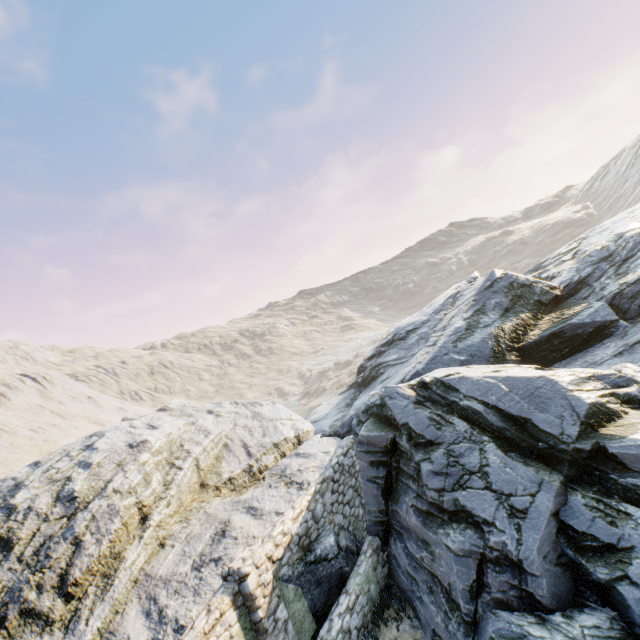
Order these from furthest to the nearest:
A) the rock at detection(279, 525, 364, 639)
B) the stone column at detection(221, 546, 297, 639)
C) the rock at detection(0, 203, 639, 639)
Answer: the rock at detection(279, 525, 364, 639), the stone column at detection(221, 546, 297, 639), the rock at detection(0, 203, 639, 639)

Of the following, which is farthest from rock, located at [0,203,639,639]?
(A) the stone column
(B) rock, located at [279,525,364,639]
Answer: (A) the stone column

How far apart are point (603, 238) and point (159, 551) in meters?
22.2

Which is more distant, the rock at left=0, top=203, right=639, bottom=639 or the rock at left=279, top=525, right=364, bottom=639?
the rock at left=279, top=525, right=364, bottom=639

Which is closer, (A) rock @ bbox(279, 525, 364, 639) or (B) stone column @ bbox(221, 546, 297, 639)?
(B) stone column @ bbox(221, 546, 297, 639)

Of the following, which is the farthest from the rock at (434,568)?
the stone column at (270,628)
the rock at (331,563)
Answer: the stone column at (270,628)

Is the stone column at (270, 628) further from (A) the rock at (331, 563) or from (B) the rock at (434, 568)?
(B) the rock at (434, 568)
